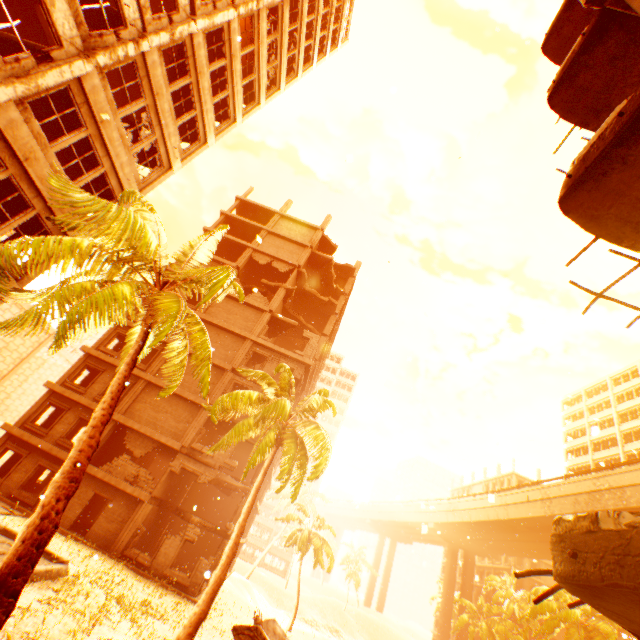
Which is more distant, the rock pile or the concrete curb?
the concrete curb

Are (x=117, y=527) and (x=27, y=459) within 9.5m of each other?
yes

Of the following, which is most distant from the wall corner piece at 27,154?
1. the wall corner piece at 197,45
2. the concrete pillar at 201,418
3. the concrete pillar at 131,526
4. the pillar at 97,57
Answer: the concrete pillar at 201,418

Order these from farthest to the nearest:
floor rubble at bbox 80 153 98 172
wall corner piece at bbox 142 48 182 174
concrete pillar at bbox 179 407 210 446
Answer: concrete pillar at bbox 179 407 210 446 < floor rubble at bbox 80 153 98 172 < wall corner piece at bbox 142 48 182 174

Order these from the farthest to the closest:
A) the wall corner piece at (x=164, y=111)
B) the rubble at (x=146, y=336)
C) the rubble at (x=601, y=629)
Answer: the rubble at (x=601, y=629) < the wall corner piece at (x=164, y=111) < the rubble at (x=146, y=336)

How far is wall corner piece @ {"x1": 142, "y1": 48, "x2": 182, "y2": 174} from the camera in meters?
12.3 m

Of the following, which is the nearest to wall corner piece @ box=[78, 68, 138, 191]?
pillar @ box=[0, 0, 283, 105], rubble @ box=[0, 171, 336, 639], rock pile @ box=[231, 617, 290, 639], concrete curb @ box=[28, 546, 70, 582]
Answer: pillar @ box=[0, 0, 283, 105]

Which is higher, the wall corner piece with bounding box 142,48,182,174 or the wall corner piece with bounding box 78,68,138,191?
the wall corner piece with bounding box 142,48,182,174
